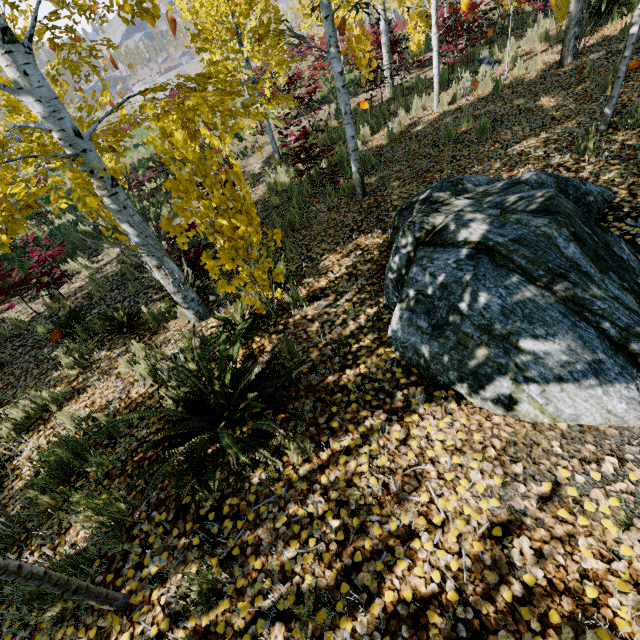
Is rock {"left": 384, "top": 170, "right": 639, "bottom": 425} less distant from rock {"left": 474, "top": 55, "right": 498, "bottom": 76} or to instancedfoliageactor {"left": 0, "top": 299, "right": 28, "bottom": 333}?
instancedfoliageactor {"left": 0, "top": 299, "right": 28, "bottom": 333}

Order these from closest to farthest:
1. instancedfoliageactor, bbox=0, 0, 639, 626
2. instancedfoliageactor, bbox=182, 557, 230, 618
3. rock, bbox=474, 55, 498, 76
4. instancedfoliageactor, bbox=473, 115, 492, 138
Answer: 1. instancedfoliageactor, bbox=182, 557, 230, 618
2. instancedfoliageactor, bbox=0, 0, 639, 626
3. instancedfoliageactor, bbox=473, 115, 492, 138
4. rock, bbox=474, 55, 498, 76

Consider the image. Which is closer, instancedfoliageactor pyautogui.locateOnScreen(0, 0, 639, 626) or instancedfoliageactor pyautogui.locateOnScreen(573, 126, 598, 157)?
instancedfoliageactor pyautogui.locateOnScreen(0, 0, 639, 626)

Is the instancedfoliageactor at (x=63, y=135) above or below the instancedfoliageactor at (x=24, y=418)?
above

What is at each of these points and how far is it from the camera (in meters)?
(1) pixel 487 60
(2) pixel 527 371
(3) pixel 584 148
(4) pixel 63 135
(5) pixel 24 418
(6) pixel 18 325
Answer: (1) rock, 9.61
(2) rock, 2.21
(3) instancedfoliageactor, 4.63
(4) instancedfoliageactor, 3.08
(5) instancedfoliageactor, 4.18
(6) instancedfoliageactor, 6.88

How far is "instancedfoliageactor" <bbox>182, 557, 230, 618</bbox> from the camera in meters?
2.0 m

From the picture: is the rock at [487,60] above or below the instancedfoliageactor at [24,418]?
above
